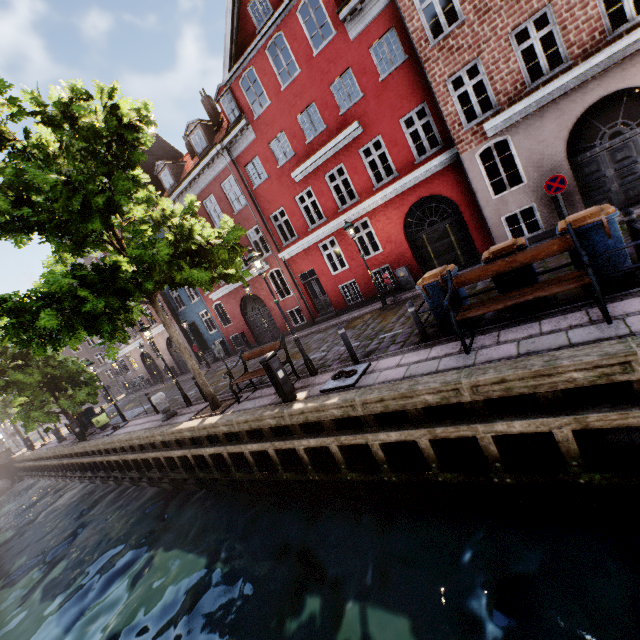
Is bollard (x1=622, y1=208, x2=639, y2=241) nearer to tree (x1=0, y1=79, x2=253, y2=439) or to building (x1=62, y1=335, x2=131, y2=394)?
tree (x1=0, y1=79, x2=253, y2=439)

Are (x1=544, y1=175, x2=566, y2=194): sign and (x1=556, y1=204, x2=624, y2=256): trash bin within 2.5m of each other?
no

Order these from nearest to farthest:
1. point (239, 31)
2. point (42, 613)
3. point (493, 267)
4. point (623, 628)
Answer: point (623, 628) → point (493, 267) → point (42, 613) → point (239, 31)

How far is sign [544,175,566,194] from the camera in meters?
9.5

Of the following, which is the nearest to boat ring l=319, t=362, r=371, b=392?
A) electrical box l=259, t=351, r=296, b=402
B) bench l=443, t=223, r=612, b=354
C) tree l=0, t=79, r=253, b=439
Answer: electrical box l=259, t=351, r=296, b=402

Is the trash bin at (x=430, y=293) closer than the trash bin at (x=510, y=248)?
No

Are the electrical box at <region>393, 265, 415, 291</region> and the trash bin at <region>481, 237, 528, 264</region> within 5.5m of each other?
no

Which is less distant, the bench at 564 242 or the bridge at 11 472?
the bench at 564 242
